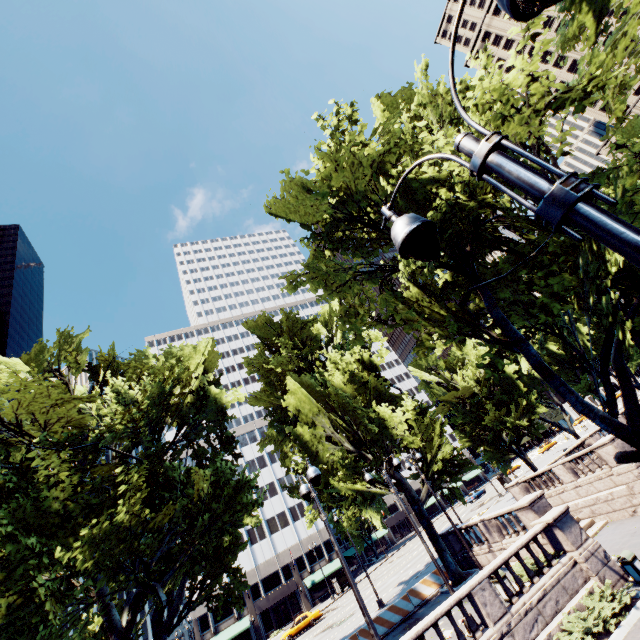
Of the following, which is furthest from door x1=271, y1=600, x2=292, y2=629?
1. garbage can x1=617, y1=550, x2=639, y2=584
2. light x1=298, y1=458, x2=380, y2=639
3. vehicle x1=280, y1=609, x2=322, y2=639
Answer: light x1=298, y1=458, x2=380, y2=639

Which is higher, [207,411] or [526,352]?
[207,411]

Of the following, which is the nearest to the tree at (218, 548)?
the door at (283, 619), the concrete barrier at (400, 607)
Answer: the concrete barrier at (400, 607)

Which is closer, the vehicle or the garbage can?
the garbage can

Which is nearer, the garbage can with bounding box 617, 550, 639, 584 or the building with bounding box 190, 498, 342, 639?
the garbage can with bounding box 617, 550, 639, 584

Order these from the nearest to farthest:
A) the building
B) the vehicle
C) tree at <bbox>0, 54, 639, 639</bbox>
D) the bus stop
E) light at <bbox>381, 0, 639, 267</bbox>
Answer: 1. light at <bbox>381, 0, 639, 267</bbox>
2. tree at <bbox>0, 54, 639, 639</bbox>
3. the vehicle
4. the bus stop
5. the building

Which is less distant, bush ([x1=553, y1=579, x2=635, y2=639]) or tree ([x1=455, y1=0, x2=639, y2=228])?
tree ([x1=455, y1=0, x2=639, y2=228])

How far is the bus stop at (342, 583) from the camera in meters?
47.3
